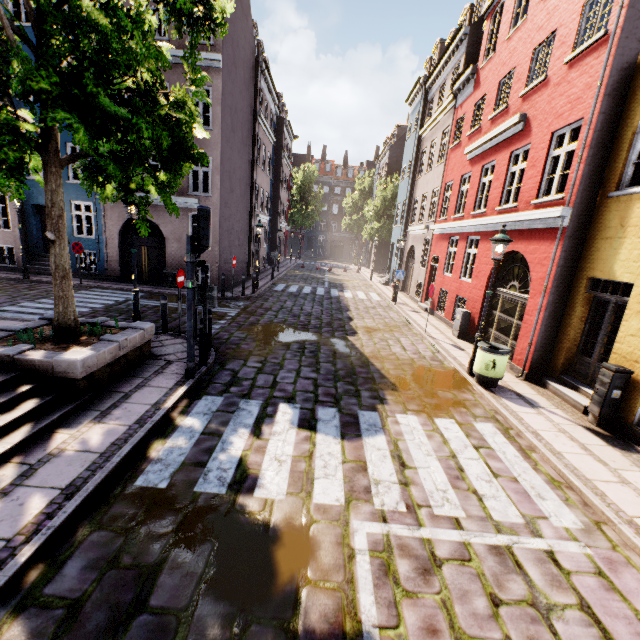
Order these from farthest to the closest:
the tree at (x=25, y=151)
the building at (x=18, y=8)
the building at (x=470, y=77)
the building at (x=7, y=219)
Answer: the building at (x=7, y=219) < the building at (x=18, y=8) < the building at (x=470, y=77) < the tree at (x=25, y=151)

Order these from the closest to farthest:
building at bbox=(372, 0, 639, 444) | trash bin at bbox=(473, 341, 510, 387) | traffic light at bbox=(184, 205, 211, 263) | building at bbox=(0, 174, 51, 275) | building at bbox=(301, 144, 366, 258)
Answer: traffic light at bbox=(184, 205, 211, 263)
building at bbox=(372, 0, 639, 444)
trash bin at bbox=(473, 341, 510, 387)
building at bbox=(0, 174, 51, 275)
building at bbox=(301, 144, 366, 258)

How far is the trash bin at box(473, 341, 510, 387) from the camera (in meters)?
7.65

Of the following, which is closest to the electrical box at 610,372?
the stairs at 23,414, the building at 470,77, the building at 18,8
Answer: the building at 470,77

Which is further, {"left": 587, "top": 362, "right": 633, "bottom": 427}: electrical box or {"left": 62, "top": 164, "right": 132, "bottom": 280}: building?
{"left": 62, "top": 164, "right": 132, "bottom": 280}: building

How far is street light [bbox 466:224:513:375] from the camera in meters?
7.6 m

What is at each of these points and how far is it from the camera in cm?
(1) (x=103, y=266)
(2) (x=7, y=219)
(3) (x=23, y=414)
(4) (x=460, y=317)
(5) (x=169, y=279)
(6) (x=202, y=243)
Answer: (1) building, 1695
(2) building, 2153
(3) stairs, 467
(4) electrical box, 1204
(5) electrical box, 1648
(6) traffic light, 612

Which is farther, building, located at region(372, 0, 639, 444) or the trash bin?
the trash bin
